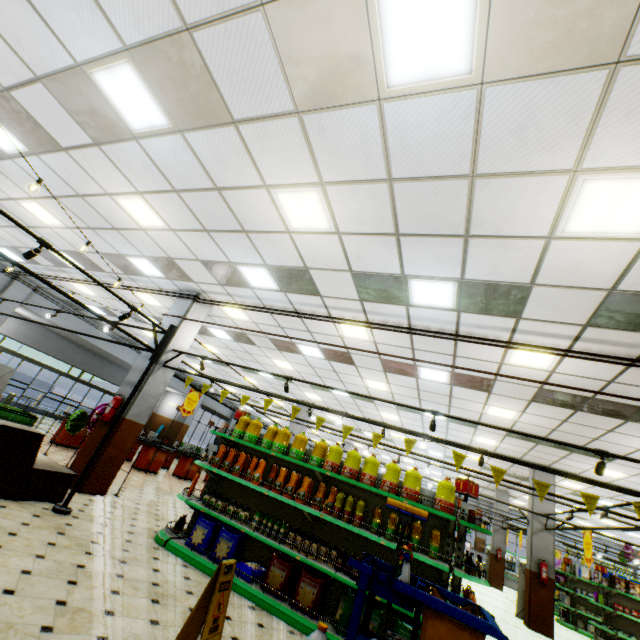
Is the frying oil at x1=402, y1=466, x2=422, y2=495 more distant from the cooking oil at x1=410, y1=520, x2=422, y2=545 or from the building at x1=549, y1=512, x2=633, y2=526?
the building at x1=549, y1=512, x2=633, y2=526

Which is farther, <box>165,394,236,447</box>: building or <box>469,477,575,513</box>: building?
<box>165,394,236,447</box>: building

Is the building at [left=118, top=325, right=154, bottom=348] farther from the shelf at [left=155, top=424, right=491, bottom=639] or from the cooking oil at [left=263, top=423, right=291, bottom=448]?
the cooking oil at [left=263, top=423, right=291, bottom=448]

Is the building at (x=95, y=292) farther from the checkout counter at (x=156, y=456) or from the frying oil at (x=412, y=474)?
the frying oil at (x=412, y=474)

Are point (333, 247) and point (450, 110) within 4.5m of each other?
yes

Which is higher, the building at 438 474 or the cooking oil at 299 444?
the building at 438 474

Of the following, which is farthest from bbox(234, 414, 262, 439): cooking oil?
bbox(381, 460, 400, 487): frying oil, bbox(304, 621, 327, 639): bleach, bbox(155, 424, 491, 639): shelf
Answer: bbox(304, 621, 327, 639): bleach

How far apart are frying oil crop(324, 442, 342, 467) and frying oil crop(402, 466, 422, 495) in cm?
106
